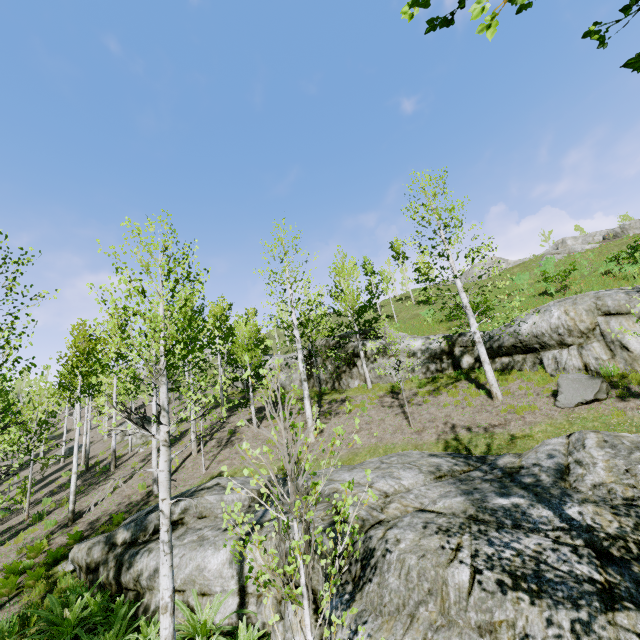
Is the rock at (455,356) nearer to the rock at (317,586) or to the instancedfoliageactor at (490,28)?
the rock at (317,586)

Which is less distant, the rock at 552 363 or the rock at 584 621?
the rock at 584 621

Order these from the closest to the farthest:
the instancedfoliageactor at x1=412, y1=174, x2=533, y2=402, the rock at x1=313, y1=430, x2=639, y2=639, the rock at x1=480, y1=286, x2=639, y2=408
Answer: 1. the rock at x1=313, y1=430, x2=639, y2=639
2. the rock at x1=480, y1=286, x2=639, y2=408
3. the instancedfoliageactor at x1=412, y1=174, x2=533, y2=402

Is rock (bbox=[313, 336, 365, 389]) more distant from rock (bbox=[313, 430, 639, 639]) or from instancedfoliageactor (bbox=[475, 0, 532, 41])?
instancedfoliageactor (bbox=[475, 0, 532, 41])

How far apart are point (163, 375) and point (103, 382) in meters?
13.1

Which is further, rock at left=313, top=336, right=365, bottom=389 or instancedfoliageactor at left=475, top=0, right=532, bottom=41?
rock at left=313, top=336, right=365, bottom=389
